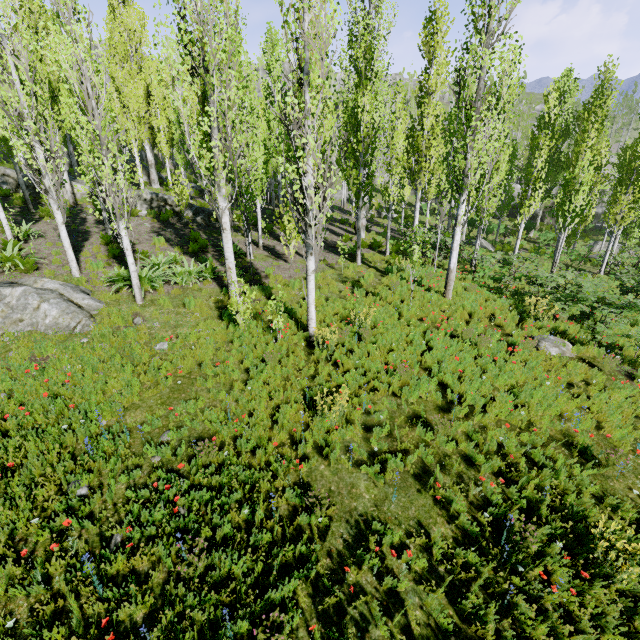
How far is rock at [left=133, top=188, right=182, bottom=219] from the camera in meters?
19.4

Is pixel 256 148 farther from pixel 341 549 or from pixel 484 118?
pixel 341 549

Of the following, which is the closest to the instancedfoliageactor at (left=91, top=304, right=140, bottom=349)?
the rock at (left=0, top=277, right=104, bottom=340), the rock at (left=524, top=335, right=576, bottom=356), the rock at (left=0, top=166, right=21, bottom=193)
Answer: the rock at (left=0, top=166, right=21, bottom=193)

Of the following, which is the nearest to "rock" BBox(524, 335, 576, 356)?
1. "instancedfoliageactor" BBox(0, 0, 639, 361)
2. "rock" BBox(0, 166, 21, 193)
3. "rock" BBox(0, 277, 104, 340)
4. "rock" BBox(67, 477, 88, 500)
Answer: "instancedfoliageactor" BBox(0, 0, 639, 361)

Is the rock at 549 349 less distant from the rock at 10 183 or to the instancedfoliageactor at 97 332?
the instancedfoliageactor at 97 332

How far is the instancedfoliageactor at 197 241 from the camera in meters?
13.7 m

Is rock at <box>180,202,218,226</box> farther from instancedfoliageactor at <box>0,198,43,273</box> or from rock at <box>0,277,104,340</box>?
rock at <box>0,277,104,340</box>
